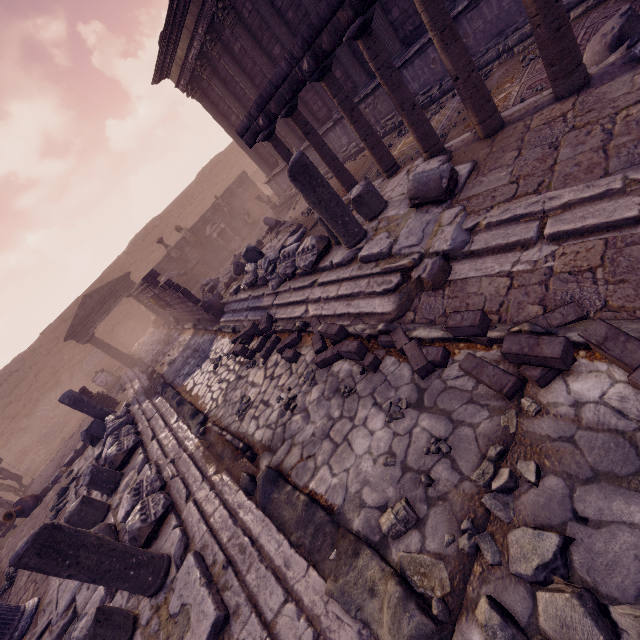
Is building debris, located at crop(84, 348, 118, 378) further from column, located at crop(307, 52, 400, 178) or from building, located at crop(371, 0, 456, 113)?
column, located at crop(307, 52, 400, 178)

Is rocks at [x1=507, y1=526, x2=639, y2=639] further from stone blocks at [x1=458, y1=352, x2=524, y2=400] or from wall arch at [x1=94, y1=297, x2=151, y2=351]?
wall arch at [x1=94, y1=297, x2=151, y2=351]

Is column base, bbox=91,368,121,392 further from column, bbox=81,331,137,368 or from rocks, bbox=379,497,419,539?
rocks, bbox=379,497,419,539

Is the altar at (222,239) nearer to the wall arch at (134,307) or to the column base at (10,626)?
the wall arch at (134,307)

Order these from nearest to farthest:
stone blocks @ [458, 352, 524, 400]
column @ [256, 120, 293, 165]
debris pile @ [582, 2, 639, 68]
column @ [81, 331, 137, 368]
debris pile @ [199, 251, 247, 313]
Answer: stone blocks @ [458, 352, 524, 400], debris pile @ [582, 2, 639, 68], column @ [256, 120, 293, 165], debris pile @ [199, 251, 247, 313], column @ [81, 331, 137, 368]

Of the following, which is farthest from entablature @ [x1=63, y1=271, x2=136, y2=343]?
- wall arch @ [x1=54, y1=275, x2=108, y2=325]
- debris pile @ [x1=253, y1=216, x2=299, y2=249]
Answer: wall arch @ [x1=54, y1=275, x2=108, y2=325]

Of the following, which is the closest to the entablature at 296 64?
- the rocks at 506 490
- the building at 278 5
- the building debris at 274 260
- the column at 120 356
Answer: the building debris at 274 260

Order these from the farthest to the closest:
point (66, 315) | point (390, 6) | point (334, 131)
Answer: point (66, 315), point (334, 131), point (390, 6)
